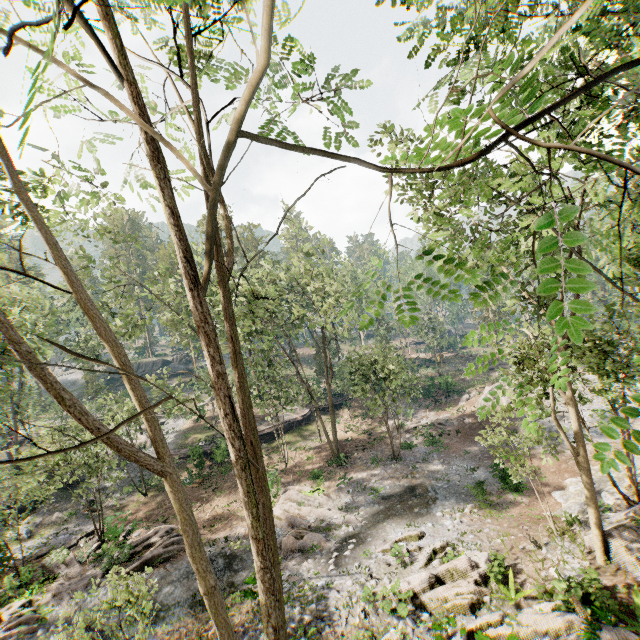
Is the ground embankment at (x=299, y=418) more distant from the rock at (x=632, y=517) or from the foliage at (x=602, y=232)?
the rock at (x=632, y=517)

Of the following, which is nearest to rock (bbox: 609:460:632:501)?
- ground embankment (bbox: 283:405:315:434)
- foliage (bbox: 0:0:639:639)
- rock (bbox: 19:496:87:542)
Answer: foliage (bbox: 0:0:639:639)

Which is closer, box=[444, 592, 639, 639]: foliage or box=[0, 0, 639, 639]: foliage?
box=[0, 0, 639, 639]: foliage

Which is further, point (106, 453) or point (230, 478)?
point (230, 478)

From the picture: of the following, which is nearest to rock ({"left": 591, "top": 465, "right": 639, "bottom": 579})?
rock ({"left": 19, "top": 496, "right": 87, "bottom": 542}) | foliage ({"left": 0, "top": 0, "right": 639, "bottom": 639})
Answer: foliage ({"left": 0, "top": 0, "right": 639, "bottom": 639})

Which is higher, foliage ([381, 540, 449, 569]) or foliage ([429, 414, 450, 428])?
foliage ([381, 540, 449, 569])

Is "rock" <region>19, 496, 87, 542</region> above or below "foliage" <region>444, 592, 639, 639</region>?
below

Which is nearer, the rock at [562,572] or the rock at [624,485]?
the rock at [562,572]
